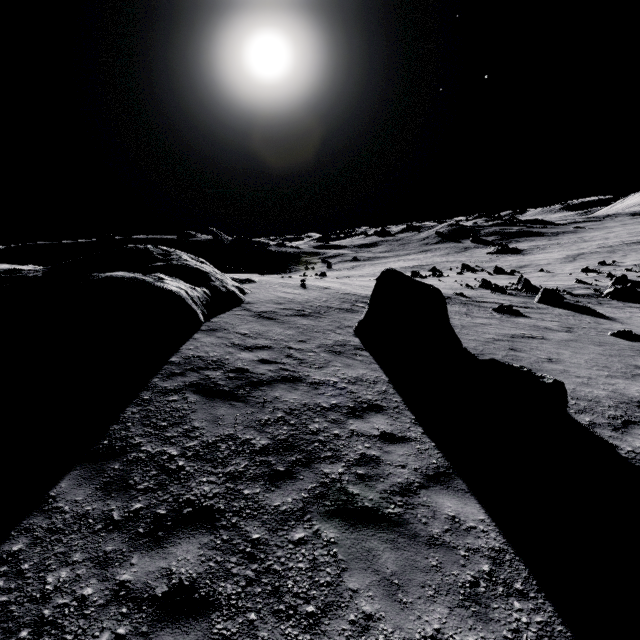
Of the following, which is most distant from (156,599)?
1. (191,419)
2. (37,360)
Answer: (37,360)

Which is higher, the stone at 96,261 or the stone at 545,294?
the stone at 96,261

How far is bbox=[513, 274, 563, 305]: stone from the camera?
23.3 meters

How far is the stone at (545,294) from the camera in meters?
23.3 m

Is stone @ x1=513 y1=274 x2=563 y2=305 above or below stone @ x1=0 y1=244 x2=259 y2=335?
below

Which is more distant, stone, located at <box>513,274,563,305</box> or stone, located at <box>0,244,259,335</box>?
stone, located at <box>513,274,563,305</box>
